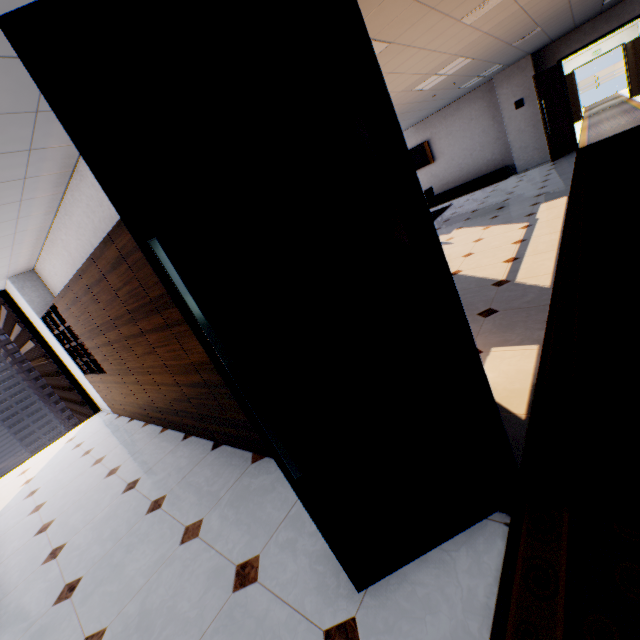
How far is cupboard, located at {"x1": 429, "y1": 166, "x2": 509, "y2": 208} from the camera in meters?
10.8

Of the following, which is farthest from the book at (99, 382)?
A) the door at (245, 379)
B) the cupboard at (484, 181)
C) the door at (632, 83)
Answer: the door at (632, 83)

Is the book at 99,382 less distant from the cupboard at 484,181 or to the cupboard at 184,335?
the cupboard at 184,335

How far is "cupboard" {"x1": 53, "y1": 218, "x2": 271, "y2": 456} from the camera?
2.5 meters

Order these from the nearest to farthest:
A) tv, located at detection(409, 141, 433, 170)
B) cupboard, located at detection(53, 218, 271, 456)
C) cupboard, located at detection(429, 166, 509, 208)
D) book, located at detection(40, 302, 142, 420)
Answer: cupboard, located at detection(53, 218, 271, 456) → book, located at detection(40, 302, 142, 420) → cupboard, located at detection(429, 166, 509, 208) → tv, located at detection(409, 141, 433, 170)

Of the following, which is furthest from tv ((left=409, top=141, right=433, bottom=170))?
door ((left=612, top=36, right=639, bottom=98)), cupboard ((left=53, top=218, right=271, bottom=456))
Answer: cupboard ((left=53, top=218, right=271, bottom=456))

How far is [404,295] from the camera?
1.2 meters

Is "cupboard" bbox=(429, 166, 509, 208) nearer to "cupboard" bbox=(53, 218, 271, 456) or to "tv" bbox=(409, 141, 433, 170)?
"tv" bbox=(409, 141, 433, 170)
